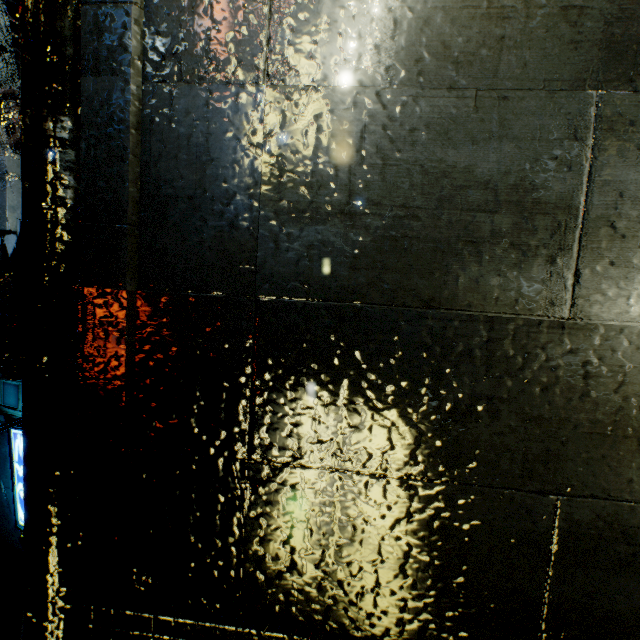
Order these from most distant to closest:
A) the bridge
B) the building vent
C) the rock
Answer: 1. the rock
2. the building vent
3. the bridge

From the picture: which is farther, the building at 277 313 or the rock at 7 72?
the rock at 7 72

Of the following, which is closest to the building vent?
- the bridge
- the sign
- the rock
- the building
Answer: the building

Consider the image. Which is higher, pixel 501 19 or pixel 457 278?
pixel 501 19

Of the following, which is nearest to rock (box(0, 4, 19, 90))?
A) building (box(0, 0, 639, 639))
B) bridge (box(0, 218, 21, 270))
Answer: building (box(0, 0, 639, 639))

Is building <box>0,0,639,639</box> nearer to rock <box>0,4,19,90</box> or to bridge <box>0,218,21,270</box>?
bridge <box>0,218,21,270</box>

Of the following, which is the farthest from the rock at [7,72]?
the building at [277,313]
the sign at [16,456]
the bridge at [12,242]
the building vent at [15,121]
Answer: the sign at [16,456]

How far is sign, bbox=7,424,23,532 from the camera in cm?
681
